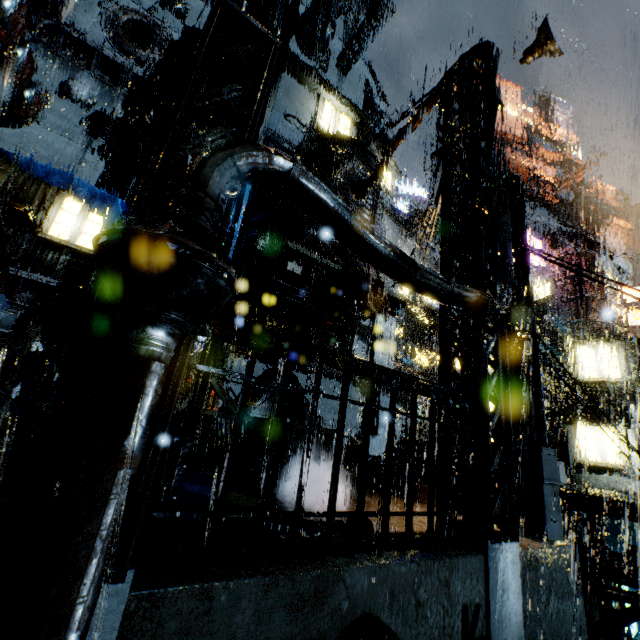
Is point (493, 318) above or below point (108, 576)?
above

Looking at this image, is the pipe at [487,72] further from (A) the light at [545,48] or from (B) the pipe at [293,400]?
(B) the pipe at [293,400]

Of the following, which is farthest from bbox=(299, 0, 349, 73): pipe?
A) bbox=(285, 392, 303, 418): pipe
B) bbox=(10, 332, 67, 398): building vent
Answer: bbox=(10, 332, 67, 398): building vent

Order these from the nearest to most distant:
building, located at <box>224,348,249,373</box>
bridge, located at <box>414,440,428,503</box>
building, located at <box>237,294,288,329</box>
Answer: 1. bridge, located at <box>414,440,428,503</box>
2. building, located at <box>224,348,249,373</box>
3. building, located at <box>237,294,288,329</box>

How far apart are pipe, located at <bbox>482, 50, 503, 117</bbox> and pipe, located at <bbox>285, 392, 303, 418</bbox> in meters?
10.3

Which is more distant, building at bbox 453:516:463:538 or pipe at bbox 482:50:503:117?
pipe at bbox 482:50:503:117

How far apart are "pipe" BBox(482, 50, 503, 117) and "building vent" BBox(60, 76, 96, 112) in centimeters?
2747cm

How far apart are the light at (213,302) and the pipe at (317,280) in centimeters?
1143cm
